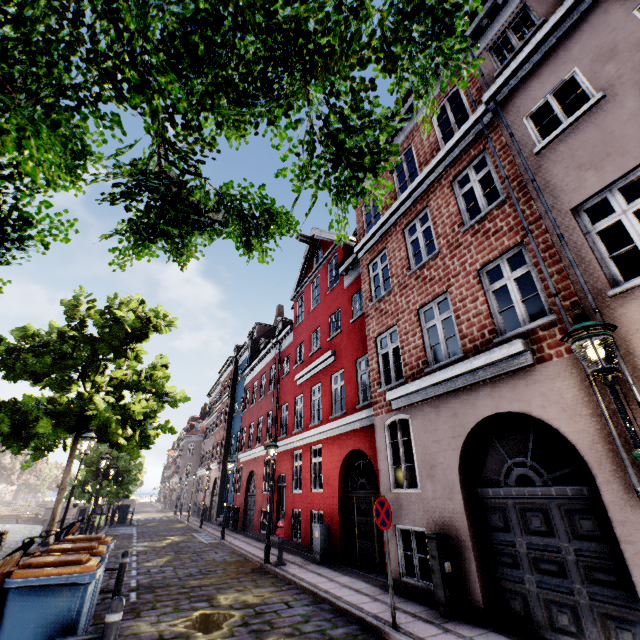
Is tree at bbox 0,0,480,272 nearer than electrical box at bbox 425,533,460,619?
Yes

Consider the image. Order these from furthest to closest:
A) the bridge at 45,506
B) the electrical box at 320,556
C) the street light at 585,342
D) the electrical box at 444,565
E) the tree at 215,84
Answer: the bridge at 45,506 → the electrical box at 320,556 → the electrical box at 444,565 → the street light at 585,342 → the tree at 215,84

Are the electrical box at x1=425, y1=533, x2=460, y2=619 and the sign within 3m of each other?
yes

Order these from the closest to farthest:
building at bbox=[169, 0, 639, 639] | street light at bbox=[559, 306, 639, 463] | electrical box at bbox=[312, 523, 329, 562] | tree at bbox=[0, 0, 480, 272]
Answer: tree at bbox=[0, 0, 480, 272] < street light at bbox=[559, 306, 639, 463] < building at bbox=[169, 0, 639, 639] < electrical box at bbox=[312, 523, 329, 562]

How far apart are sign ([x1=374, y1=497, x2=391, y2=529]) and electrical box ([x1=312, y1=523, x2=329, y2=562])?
5.7m

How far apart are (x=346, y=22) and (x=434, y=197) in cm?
839

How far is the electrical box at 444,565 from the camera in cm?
593

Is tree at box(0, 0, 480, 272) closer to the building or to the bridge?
the bridge
